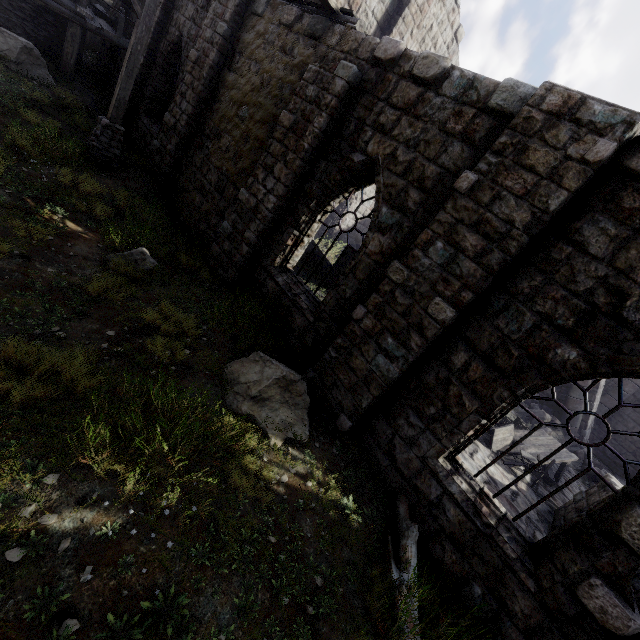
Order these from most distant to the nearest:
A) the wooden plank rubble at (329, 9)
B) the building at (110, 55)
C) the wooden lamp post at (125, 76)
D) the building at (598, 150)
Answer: the building at (110, 55)
the wooden lamp post at (125, 76)
the wooden plank rubble at (329, 9)
the building at (598, 150)

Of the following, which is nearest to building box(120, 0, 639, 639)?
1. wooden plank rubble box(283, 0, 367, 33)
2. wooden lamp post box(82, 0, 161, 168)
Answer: wooden plank rubble box(283, 0, 367, 33)

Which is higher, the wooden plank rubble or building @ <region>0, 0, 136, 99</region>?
the wooden plank rubble

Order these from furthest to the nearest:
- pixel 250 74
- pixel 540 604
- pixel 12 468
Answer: pixel 250 74
pixel 540 604
pixel 12 468

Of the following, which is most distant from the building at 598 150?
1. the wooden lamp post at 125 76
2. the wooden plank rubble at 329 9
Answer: the wooden lamp post at 125 76

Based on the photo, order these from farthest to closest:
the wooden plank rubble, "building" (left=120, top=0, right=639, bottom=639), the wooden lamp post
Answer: the wooden lamp post
the wooden plank rubble
"building" (left=120, top=0, right=639, bottom=639)

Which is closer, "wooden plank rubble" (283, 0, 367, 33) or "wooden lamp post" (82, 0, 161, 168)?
"wooden plank rubble" (283, 0, 367, 33)
